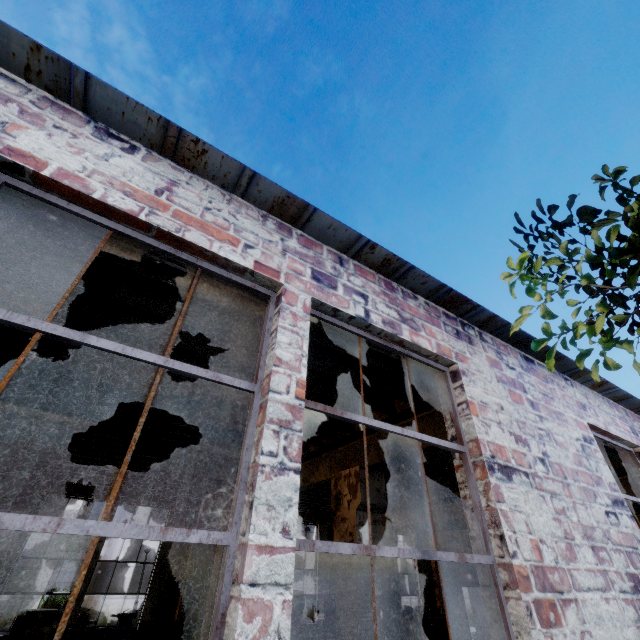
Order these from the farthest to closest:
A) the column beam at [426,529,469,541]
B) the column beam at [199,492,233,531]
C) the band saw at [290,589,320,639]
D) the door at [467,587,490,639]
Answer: the door at [467,587,490,639], the column beam at [426,529,469,541], the band saw at [290,589,320,639], the column beam at [199,492,233,531]

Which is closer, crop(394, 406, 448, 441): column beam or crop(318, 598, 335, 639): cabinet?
crop(394, 406, 448, 441): column beam

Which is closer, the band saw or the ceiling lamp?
the ceiling lamp

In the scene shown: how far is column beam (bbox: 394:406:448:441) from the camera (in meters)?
4.38

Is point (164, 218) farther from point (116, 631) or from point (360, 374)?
point (116, 631)

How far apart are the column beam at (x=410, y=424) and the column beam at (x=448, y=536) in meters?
11.3 m

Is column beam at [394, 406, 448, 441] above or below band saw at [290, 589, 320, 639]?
above

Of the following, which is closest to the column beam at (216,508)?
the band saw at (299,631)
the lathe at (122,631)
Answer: the lathe at (122,631)
